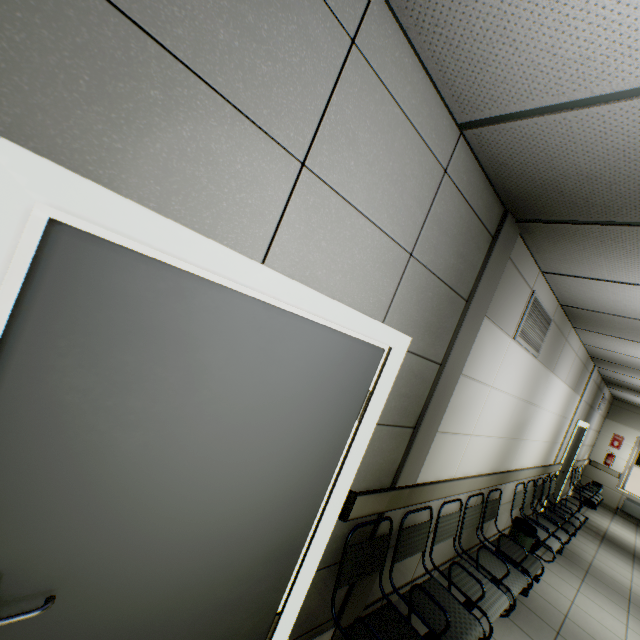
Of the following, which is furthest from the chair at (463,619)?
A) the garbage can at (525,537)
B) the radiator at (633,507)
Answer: the radiator at (633,507)

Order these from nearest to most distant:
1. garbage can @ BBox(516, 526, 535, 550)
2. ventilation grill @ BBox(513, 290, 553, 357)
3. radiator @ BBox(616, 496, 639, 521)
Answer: ventilation grill @ BBox(513, 290, 553, 357)
garbage can @ BBox(516, 526, 535, 550)
radiator @ BBox(616, 496, 639, 521)

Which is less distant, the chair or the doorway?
the doorway

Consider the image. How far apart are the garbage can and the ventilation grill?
2.3m

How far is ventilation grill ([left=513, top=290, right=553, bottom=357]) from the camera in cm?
307

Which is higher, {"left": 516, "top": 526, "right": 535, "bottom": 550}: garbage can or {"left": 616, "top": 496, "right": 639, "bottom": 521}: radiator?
{"left": 516, "top": 526, "right": 535, "bottom": 550}: garbage can

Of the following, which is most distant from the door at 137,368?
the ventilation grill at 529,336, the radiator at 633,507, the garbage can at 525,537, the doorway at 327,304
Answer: the radiator at 633,507

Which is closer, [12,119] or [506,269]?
[12,119]
